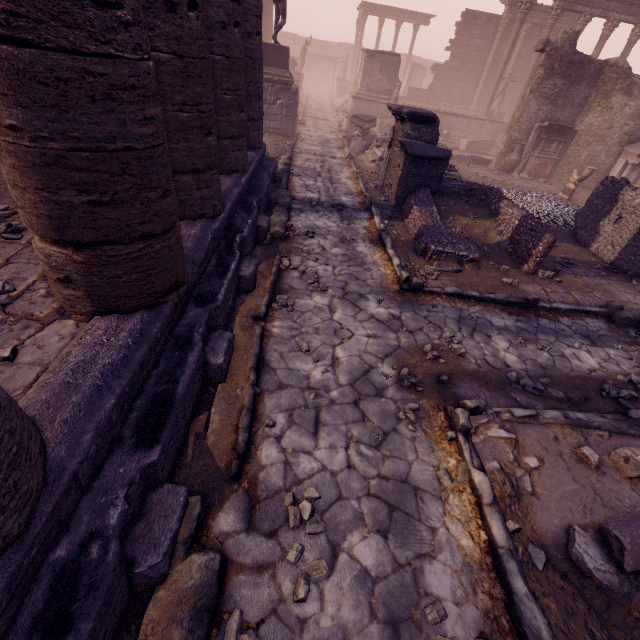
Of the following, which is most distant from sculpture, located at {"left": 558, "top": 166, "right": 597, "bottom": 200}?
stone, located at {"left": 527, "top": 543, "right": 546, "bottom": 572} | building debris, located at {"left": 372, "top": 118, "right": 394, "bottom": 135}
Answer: stone, located at {"left": 527, "top": 543, "right": 546, "bottom": 572}

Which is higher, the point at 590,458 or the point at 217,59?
the point at 217,59

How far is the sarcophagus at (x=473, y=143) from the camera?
19.2 meters

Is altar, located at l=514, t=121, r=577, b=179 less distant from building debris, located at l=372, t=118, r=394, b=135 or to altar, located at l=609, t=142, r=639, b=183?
altar, located at l=609, t=142, r=639, b=183

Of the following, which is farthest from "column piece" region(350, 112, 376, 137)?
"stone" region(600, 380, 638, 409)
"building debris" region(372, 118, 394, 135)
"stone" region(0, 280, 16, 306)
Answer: "stone" region(0, 280, 16, 306)

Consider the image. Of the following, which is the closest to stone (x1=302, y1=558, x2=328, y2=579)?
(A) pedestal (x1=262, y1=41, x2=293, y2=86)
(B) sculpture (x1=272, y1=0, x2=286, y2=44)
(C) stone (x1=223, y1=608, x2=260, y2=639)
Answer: (C) stone (x1=223, y1=608, x2=260, y2=639)

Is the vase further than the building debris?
No

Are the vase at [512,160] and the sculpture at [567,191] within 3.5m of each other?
yes
